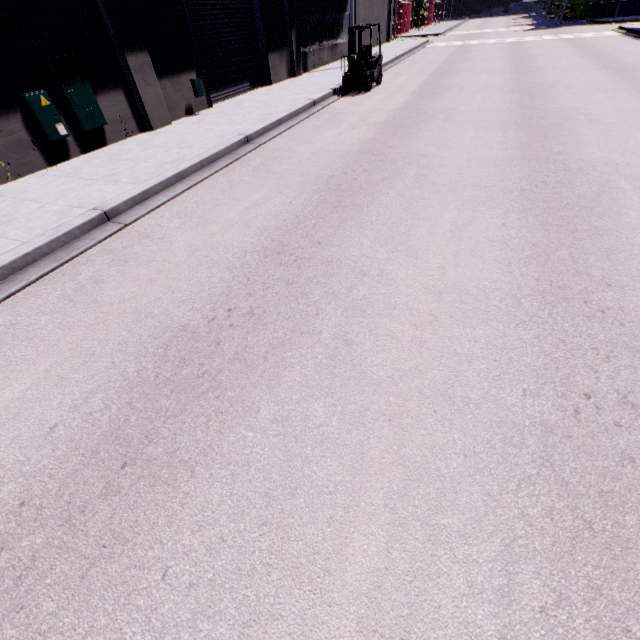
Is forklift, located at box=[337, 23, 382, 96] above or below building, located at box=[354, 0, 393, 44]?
below

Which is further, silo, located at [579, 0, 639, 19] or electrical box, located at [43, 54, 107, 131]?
silo, located at [579, 0, 639, 19]

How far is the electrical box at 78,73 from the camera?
7.9 meters

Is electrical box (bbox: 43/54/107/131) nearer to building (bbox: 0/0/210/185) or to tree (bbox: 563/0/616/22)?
building (bbox: 0/0/210/185)

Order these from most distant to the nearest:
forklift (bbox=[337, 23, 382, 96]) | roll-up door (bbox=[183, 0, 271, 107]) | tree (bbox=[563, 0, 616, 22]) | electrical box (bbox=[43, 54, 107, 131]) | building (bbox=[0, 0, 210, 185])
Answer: tree (bbox=[563, 0, 616, 22]), forklift (bbox=[337, 23, 382, 96]), roll-up door (bbox=[183, 0, 271, 107]), electrical box (bbox=[43, 54, 107, 131]), building (bbox=[0, 0, 210, 185])

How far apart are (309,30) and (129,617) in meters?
25.1

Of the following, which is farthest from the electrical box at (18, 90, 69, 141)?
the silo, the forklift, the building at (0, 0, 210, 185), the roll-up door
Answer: the silo

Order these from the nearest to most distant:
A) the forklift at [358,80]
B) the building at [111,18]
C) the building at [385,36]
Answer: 1. the building at [111,18]
2. the forklift at [358,80]
3. the building at [385,36]
